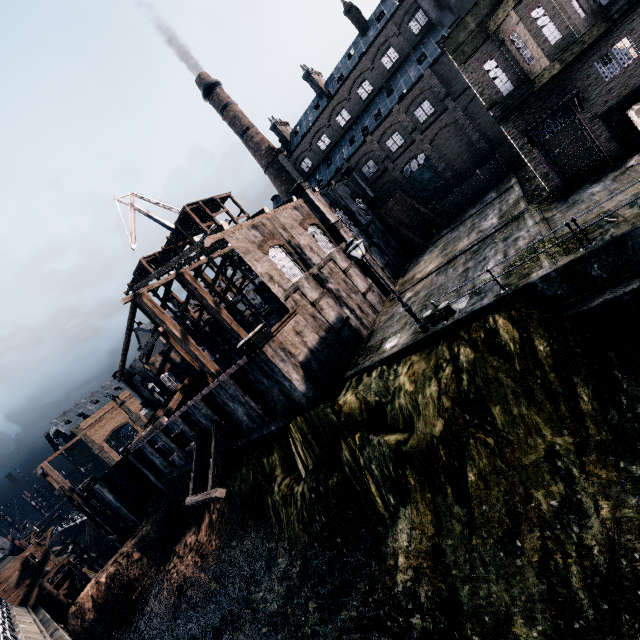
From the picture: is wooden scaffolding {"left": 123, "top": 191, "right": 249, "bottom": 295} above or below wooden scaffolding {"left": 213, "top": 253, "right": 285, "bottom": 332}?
Result: above

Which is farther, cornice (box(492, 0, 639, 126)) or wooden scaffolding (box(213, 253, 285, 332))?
wooden scaffolding (box(213, 253, 285, 332))

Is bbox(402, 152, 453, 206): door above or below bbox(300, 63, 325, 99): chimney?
below

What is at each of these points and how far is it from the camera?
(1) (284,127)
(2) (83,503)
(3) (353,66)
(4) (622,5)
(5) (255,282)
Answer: (1) chimney, 55.53m
(2) wooden scaffolding, 33.81m
(3) building, 43.31m
(4) cornice, 13.58m
(5) wooden scaffolding, 40.59m

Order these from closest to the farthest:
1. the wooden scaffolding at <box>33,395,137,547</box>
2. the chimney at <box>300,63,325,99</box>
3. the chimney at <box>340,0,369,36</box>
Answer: the wooden scaffolding at <box>33,395,137,547</box> → the chimney at <box>340,0,369,36</box> → the chimney at <box>300,63,325,99</box>

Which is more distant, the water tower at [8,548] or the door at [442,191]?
the door at [442,191]

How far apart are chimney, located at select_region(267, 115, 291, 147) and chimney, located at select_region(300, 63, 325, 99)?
7.55m

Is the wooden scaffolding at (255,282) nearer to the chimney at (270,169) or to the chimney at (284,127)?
the chimney at (270,169)
